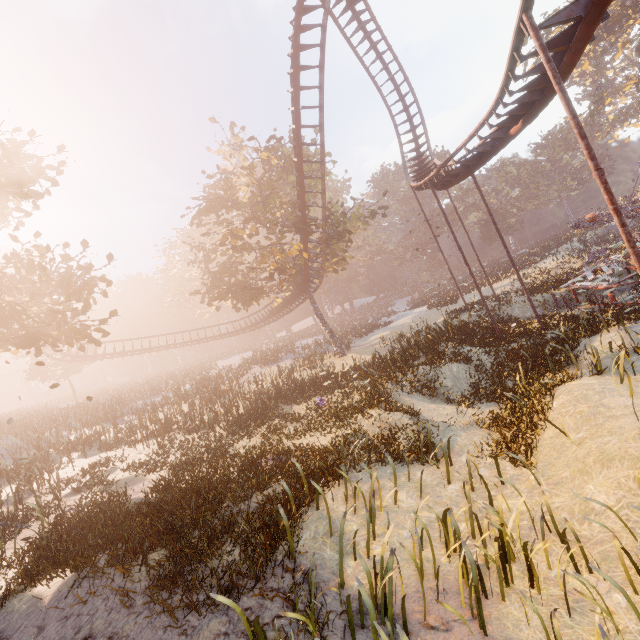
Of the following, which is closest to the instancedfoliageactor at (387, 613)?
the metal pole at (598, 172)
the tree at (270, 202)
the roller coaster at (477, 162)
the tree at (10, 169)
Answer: the metal pole at (598, 172)

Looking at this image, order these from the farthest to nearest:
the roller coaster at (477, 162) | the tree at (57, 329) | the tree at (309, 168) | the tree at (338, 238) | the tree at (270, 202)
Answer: the tree at (309, 168), the tree at (338, 238), the tree at (270, 202), the tree at (57, 329), the roller coaster at (477, 162)

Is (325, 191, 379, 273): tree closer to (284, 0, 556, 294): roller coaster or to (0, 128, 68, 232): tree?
(284, 0, 556, 294): roller coaster

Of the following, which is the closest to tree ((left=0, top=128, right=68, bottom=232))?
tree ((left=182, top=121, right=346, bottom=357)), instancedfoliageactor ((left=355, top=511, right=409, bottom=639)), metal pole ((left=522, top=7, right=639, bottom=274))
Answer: tree ((left=182, top=121, right=346, bottom=357))

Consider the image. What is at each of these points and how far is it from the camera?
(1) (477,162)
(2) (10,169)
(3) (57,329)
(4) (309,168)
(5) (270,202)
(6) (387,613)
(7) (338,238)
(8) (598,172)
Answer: (1) roller coaster, 14.5 meters
(2) tree, 13.3 meters
(3) tree, 12.5 meters
(4) tree, 25.5 meters
(5) tree, 22.4 meters
(6) instancedfoliageactor, 4.5 meters
(7) tree, 24.0 meters
(8) metal pole, 7.1 meters

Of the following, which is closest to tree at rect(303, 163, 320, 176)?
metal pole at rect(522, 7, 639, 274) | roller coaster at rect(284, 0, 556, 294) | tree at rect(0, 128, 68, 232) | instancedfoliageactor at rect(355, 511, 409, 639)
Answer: roller coaster at rect(284, 0, 556, 294)

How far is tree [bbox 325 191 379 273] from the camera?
23.3m
